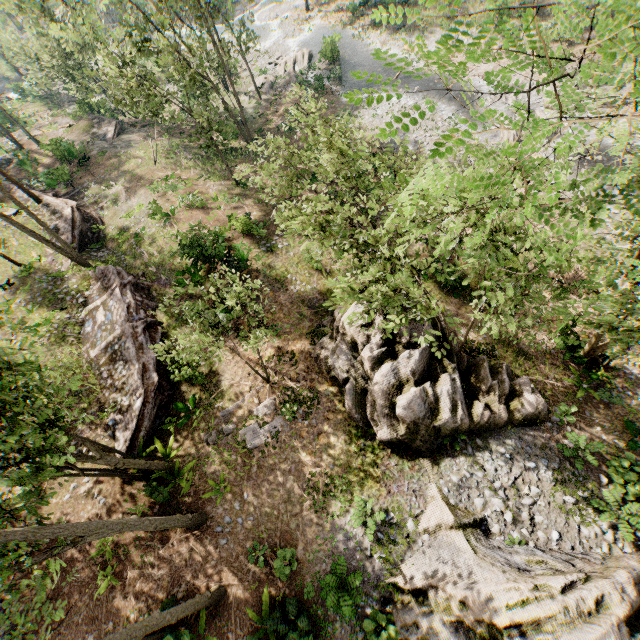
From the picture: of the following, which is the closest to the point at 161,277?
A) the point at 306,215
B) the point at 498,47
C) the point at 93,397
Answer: the point at 93,397

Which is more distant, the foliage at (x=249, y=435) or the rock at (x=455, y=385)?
the foliage at (x=249, y=435)

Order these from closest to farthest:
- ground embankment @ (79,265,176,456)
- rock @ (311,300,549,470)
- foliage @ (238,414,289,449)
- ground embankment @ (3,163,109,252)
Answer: rock @ (311,300,549,470) → foliage @ (238,414,289,449) → ground embankment @ (79,265,176,456) → ground embankment @ (3,163,109,252)

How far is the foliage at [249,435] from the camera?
14.01m

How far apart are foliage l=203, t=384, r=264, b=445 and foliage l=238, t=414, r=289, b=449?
0.1 meters

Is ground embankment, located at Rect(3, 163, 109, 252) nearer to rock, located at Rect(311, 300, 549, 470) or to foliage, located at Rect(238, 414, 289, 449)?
rock, located at Rect(311, 300, 549, 470)

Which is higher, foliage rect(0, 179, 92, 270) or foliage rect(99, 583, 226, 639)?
foliage rect(0, 179, 92, 270)

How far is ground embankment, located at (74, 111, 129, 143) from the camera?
33.72m
